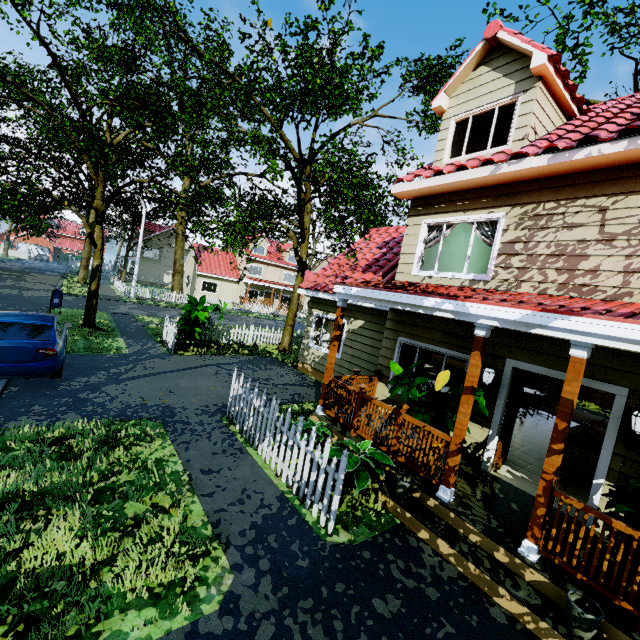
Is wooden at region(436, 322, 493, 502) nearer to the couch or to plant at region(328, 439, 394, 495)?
plant at region(328, 439, 394, 495)

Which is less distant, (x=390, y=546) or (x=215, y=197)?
(x=390, y=546)

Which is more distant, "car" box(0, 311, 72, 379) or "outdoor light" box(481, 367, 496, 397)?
"car" box(0, 311, 72, 379)

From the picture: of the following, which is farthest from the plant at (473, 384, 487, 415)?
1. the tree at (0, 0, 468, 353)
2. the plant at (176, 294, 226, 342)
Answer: the plant at (176, 294, 226, 342)

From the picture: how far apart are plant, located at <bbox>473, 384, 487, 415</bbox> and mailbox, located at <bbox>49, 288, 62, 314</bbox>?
16.99m

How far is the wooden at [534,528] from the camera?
3.8 meters

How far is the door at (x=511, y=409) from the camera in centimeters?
617cm

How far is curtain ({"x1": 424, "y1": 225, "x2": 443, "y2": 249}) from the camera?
7.8 meters
